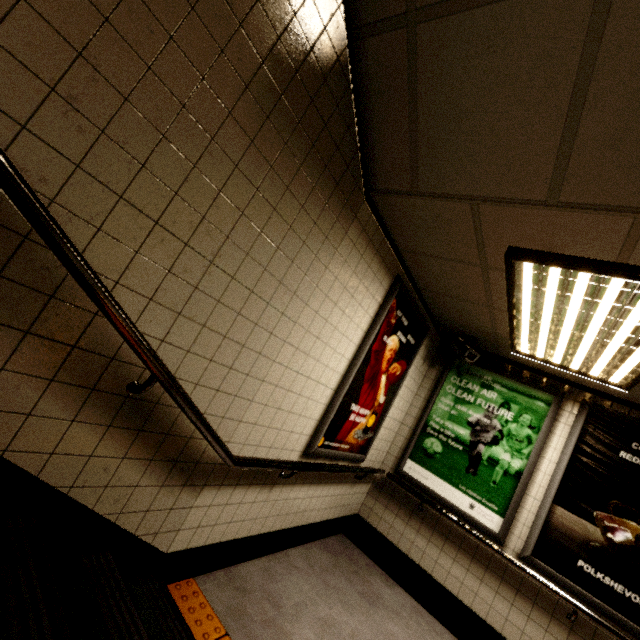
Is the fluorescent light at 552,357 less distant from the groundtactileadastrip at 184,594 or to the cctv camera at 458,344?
the cctv camera at 458,344

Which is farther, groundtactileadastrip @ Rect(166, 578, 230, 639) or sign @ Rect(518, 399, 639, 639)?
sign @ Rect(518, 399, 639, 639)

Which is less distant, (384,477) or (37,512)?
(37,512)

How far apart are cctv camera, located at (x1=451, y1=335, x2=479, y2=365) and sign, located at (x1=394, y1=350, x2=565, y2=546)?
0.2 meters

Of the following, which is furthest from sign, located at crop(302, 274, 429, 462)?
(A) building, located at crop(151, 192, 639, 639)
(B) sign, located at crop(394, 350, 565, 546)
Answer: (B) sign, located at crop(394, 350, 565, 546)

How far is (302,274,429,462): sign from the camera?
2.83m

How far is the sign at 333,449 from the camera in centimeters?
283cm

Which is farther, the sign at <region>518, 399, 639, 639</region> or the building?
the sign at <region>518, 399, 639, 639</region>
